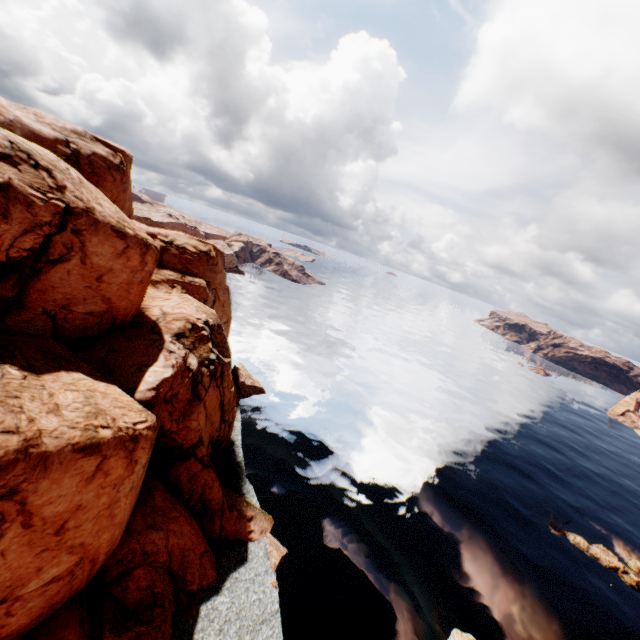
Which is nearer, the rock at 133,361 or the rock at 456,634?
the rock at 133,361

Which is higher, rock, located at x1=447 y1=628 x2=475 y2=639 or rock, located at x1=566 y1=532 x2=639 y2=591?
rock, located at x1=447 y1=628 x2=475 y2=639

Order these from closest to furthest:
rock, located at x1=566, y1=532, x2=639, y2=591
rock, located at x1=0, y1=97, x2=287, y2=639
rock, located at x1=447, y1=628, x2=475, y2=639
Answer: rock, located at x1=0, y1=97, x2=287, y2=639 → rock, located at x1=447, y1=628, x2=475, y2=639 → rock, located at x1=566, y1=532, x2=639, y2=591

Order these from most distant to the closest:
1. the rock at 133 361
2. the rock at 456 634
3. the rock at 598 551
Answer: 1. the rock at 598 551
2. the rock at 456 634
3. the rock at 133 361

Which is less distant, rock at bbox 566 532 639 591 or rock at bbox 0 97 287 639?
rock at bbox 0 97 287 639

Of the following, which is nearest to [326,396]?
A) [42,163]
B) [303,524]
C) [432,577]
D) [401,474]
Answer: [401,474]

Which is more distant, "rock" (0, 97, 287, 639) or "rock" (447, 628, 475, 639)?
"rock" (447, 628, 475, 639)
